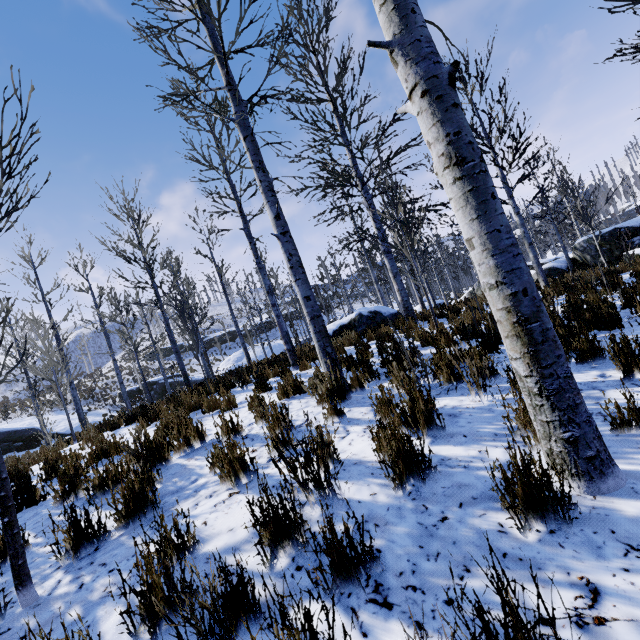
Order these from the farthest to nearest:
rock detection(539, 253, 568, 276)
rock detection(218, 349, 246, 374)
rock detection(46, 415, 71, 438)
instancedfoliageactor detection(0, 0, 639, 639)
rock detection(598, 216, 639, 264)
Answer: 1. rock detection(218, 349, 246, 374)
2. rock detection(46, 415, 71, 438)
3. rock detection(539, 253, 568, 276)
4. rock detection(598, 216, 639, 264)
5. instancedfoliageactor detection(0, 0, 639, 639)

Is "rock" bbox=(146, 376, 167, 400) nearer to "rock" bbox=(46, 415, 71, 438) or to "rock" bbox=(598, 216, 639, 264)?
"rock" bbox=(46, 415, 71, 438)

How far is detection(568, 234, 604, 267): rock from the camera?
16.1m

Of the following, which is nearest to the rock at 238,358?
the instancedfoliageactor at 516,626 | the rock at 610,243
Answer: the instancedfoliageactor at 516,626

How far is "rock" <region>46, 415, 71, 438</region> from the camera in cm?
2086

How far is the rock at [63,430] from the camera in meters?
20.9 m

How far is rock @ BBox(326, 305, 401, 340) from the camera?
11.9 meters

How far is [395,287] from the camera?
10.2 meters
